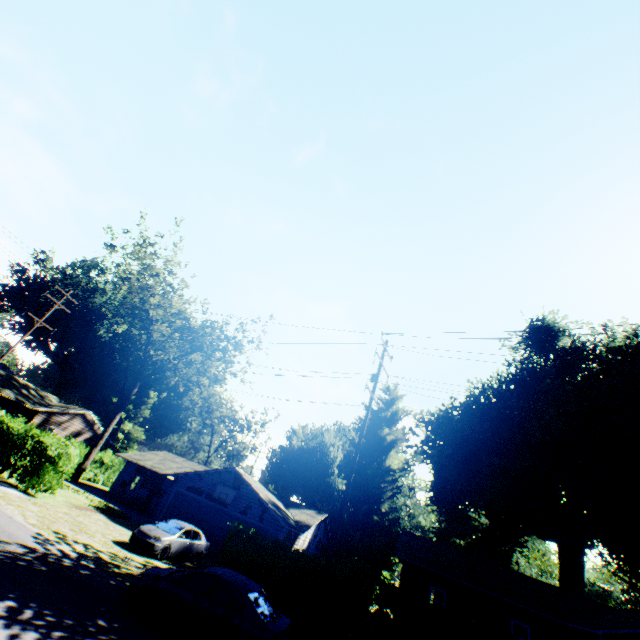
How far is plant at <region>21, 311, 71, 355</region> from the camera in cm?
5617

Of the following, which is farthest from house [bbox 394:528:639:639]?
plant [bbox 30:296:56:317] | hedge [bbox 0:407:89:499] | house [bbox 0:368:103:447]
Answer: plant [bbox 30:296:56:317]

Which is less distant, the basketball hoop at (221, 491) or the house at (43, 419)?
the basketball hoop at (221, 491)

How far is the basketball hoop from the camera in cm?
2405

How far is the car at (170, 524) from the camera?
15.7m

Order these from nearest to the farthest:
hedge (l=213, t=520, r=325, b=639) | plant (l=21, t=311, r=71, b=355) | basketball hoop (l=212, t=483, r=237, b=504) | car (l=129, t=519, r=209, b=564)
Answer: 1. hedge (l=213, t=520, r=325, b=639)
2. car (l=129, t=519, r=209, b=564)
3. basketball hoop (l=212, t=483, r=237, b=504)
4. plant (l=21, t=311, r=71, b=355)

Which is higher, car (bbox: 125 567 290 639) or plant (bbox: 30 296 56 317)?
plant (bbox: 30 296 56 317)

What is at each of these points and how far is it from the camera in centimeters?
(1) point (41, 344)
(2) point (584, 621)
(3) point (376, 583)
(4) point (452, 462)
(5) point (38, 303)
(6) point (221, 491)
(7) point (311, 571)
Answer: (1) plant, 5803cm
(2) house, 1834cm
(3) hedge, 1282cm
(4) plant, 3097cm
(5) plant, 5709cm
(6) basketball hoop, 2456cm
(7) hedge, 1259cm
